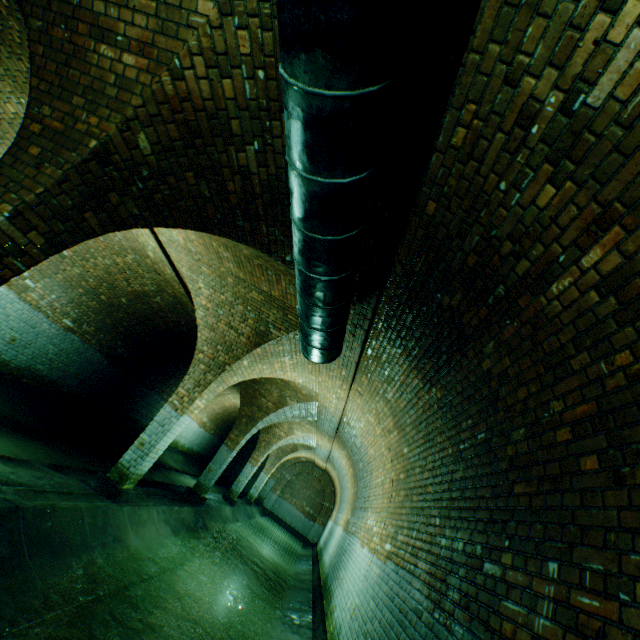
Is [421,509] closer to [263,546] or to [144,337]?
[144,337]

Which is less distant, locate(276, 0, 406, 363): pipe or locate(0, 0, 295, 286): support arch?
locate(276, 0, 406, 363): pipe

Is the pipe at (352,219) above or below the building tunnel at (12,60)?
below

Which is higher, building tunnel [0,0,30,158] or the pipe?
building tunnel [0,0,30,158]

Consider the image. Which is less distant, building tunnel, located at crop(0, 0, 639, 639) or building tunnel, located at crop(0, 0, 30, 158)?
building tunnel, located at crop(0, 0, 639, 639)

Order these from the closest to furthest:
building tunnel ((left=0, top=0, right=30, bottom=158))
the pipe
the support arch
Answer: the pipe < the support arch < building tunnel ((left=0, top=0, right=30, bottom=158))

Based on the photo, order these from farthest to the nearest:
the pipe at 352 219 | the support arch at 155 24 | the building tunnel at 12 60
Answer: the building tunnel at 12 60
the support arch at 155 24
the pipe at 352 219

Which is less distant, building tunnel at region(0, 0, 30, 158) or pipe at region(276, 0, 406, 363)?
pipe at region(276, 0, 406, 363)
